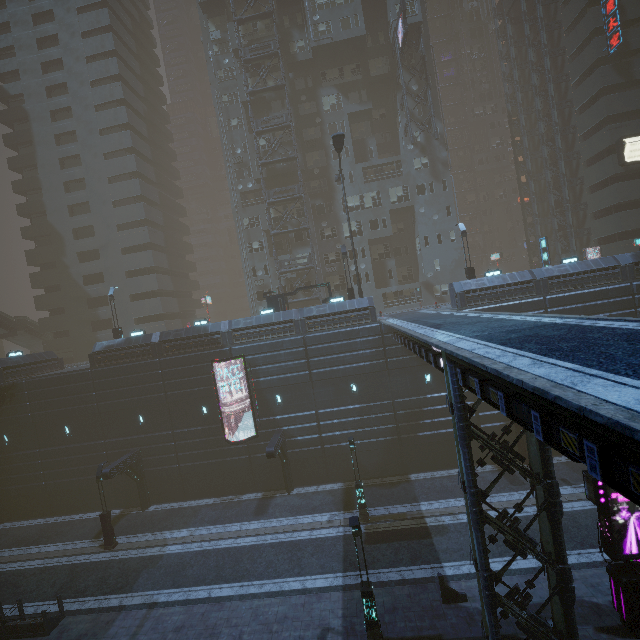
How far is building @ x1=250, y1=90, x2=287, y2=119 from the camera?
36.78m

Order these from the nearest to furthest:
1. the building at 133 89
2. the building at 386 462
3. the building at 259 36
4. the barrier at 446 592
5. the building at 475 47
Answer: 1. the building at 386 462
2. the barrier at 446 592
3. the building at 133 89
4. the building at 259 36
5. the building at 475 47

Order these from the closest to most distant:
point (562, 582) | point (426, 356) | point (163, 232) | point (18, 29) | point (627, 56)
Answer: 1. point (562, 582)
2. point (426, 356)
3. point (627, 56)
4. point (18, 29)
5. point (163, 232)

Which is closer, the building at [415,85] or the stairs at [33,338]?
the building at [415,85]

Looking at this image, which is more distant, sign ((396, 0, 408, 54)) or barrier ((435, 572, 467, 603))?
sign ((396, 0, 408, 54))

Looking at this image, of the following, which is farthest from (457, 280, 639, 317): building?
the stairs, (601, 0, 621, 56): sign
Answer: the stairs

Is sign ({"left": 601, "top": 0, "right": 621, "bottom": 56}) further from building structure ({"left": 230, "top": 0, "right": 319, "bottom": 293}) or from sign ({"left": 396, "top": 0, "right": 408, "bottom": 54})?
building structure ({"left": 230, "top": 0, "right": 319, "bottom": 293})

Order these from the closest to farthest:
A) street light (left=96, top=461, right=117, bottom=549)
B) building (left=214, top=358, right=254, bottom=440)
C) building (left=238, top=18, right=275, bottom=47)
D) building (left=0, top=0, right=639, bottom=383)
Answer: street light (left=96, top=461, right=117, bottom=549), building (left=214, top=358, right=254, bottom=440), building (left=0, top=0, right=639, bottom=383), building (left=238, top=18, right=275, bottom=47)
